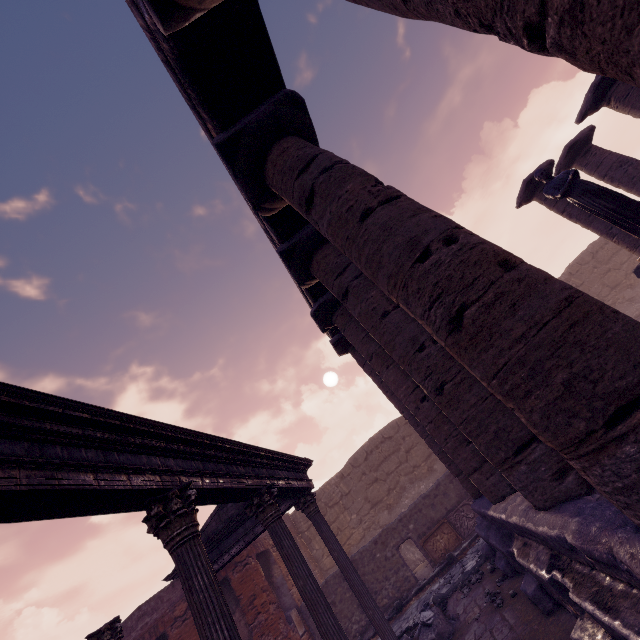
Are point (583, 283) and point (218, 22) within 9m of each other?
no

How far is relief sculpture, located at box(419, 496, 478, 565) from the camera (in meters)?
10.87

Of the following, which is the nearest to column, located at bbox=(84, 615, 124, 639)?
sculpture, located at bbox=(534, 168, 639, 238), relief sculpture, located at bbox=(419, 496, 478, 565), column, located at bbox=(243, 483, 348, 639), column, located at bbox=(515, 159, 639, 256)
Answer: column, located at bbox=(243, 483, 348, 639)

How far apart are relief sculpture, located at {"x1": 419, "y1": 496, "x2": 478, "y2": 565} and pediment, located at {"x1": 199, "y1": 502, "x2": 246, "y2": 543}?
5.7m

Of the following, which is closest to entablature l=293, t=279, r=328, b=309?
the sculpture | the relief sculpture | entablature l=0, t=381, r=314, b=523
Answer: entablature l=0, t=381, r=314, b=523

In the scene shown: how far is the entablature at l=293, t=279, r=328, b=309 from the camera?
7.5m

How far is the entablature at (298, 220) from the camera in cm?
555

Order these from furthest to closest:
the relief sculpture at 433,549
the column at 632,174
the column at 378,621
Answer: the relief sculpture at 433,549, the column at 632,174, the column at 378,621
